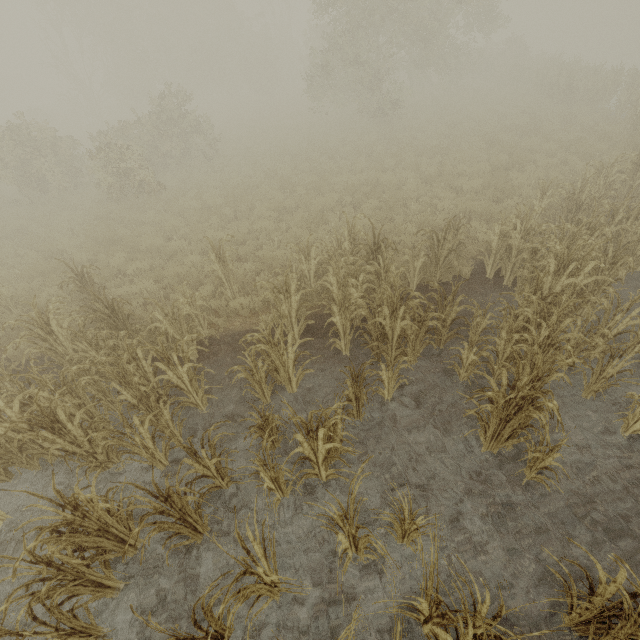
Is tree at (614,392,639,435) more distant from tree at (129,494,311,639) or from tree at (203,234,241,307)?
tree at (203,234,241,307)

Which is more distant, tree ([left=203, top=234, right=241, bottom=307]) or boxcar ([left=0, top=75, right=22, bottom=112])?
boxcar ([left=0, top=75, right=22, bottom=112])

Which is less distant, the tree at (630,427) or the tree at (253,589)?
the tree at (253,589)

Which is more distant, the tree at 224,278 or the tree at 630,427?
the tree at 224,278

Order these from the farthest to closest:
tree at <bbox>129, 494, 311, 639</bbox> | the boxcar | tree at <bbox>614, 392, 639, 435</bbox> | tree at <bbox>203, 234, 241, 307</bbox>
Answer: the boxcar → tree at <bbox>203, 234, 241, 307</bbox> → tree at <bbox>614, 392, 639, 435</bbox> → tree at <bbox>129, 494, 311, 639</bbox>

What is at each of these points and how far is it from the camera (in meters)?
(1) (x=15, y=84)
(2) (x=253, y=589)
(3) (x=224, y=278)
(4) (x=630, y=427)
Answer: (1) boxcar, 59.62
(2) tree, 3.04
(3) tree, 7.45
(4) tree, 4.66

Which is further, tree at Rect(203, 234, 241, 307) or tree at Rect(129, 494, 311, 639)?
tree at Rect(203, 234, 241, 307)

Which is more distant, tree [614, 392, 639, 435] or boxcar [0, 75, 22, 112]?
boxcar [0, 75, 22, 112]
